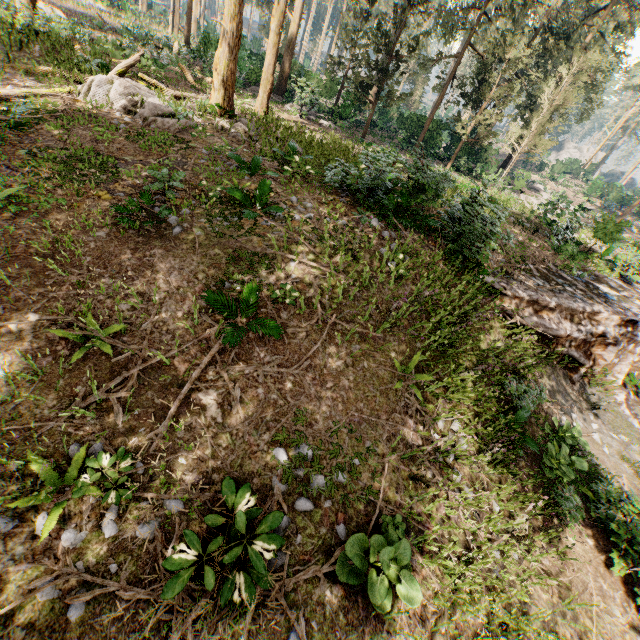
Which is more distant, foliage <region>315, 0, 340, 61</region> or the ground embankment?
foliage <region>315, 0, 340, 61</region>

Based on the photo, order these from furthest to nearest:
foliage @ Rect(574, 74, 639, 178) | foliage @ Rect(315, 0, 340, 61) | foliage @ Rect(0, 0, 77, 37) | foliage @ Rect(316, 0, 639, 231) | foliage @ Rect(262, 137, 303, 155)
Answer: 1. foliage @ Rect(315, 0, 340, 61)
2. foliage @ Rect(574, 74, 639, 178)
3. foliage @ Rect(316, 0, 639, 231)
4. foliage @ Rect(0, 0, 77, 37)
5. foliage @ Rect(262, 137, 303, 155)

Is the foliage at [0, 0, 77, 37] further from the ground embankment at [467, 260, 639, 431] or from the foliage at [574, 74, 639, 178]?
the foliage at [574, 74, 639, 178]

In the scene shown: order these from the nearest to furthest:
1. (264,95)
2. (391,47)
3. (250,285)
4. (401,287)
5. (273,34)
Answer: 1. (250,285)
2. (401,287)
3. (273,34)
4. (264,95)
5. (391,47)

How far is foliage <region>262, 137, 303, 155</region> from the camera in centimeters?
1234cm

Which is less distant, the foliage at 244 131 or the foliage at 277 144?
the foliage at 244 131

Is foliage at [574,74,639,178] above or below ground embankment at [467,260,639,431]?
above

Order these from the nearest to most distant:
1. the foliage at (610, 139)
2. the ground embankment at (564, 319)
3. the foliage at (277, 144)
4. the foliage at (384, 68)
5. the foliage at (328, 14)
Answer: the ground embankment at (564, 319) < the foliage at (277, 144) < the foliage at (384, 68) < the foliage at (610, 139) < the foliage at (328, 14)
